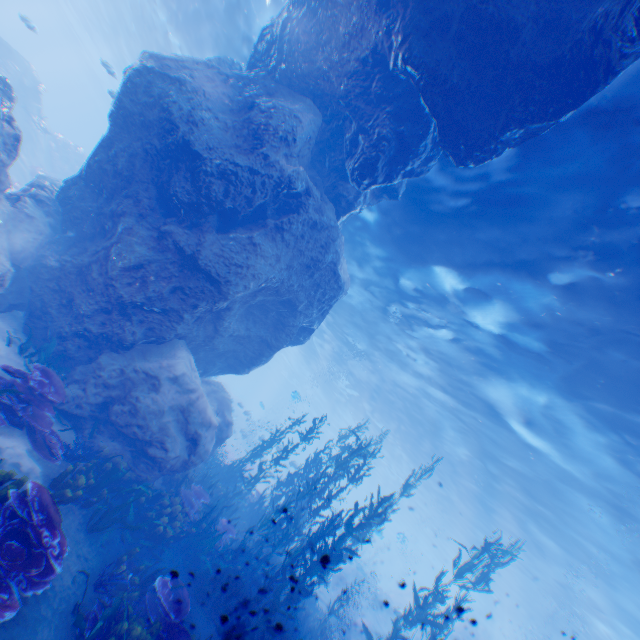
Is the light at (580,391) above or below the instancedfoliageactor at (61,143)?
above

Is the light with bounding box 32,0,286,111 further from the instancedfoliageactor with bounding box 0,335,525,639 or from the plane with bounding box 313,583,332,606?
the plane with bounding box 313,583,332,606

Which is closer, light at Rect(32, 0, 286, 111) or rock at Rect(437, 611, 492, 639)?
light at Rect(32, 0, 286, 111)

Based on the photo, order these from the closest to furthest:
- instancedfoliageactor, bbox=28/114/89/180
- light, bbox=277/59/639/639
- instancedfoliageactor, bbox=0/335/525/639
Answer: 1. instancedfoliageactor, bbox=0/335/525/639
2. light, bbox=277/59/639/639
3. instancedfoliageactor, bbox=28/114/89/180

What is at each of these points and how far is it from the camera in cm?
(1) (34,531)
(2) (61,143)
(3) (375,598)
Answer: (1) instancedfoliageactor, 417
(2) instancedfoliageactor, 2784
(3) rock, 2766

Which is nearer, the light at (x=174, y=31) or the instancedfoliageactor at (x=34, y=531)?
the instancedfoliageactor at (x=34, y=531)

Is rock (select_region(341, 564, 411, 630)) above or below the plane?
above

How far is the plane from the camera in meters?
20.9
